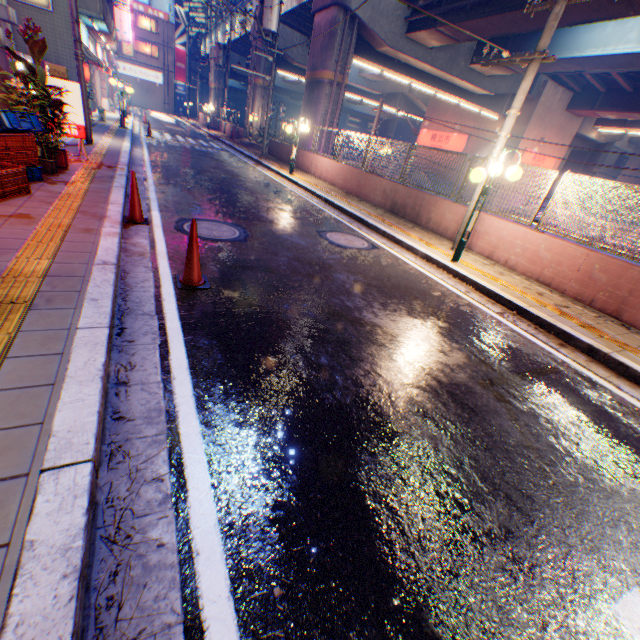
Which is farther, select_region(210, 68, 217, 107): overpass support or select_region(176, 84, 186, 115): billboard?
select_region(176, 84, 186, 115): billboard

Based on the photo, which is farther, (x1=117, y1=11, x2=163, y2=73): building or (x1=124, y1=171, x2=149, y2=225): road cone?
(x1=117, y1=11, x2=163, y2=73): building

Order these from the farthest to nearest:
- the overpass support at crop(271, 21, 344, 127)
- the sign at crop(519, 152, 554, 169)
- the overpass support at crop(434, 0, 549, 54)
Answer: the sign at crop(519, 152, 554, 169)
the overpass support at crop(271, 21, 344, 127)
the overpass support at crop(434, 0, 549, 54)

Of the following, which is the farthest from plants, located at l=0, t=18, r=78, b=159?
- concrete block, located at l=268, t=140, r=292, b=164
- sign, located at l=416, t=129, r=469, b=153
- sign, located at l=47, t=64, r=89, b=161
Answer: sign, located at l=416, t=129, r=469, b=153

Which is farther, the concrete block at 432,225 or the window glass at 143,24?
the window glass at 143,24

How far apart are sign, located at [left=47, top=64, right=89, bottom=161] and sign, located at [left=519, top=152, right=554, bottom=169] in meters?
30.0 m

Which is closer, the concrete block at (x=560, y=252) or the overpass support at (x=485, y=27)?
the concrete block at (x=560, y=252)

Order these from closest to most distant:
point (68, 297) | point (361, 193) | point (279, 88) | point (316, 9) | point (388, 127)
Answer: point (68, 297), point (361, 193), point (316, 9), point (279, 88), point (388, 127)
